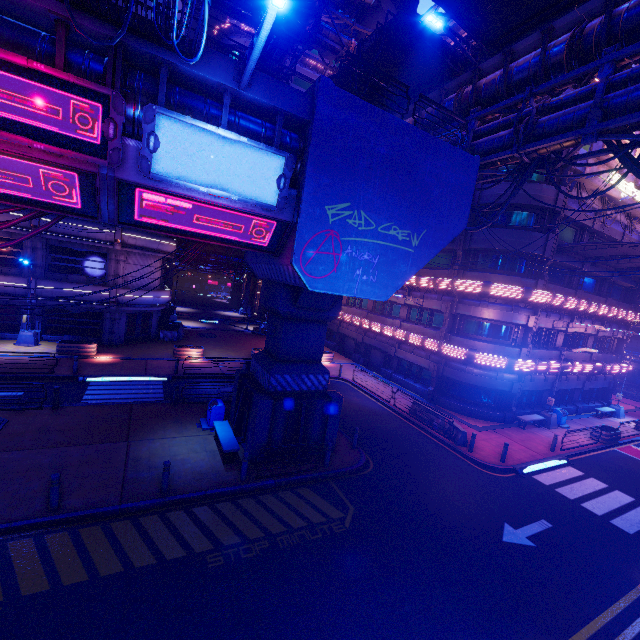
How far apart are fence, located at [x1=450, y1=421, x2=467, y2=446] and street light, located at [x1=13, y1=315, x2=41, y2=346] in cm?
2813

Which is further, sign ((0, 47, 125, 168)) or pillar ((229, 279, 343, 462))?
pillar ((229, 279, 343, 462))

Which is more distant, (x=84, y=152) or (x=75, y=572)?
(x=75, y=572)

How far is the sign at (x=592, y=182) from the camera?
20.09m

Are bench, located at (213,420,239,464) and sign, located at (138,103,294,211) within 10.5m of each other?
yes

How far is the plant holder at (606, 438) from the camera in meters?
21.5

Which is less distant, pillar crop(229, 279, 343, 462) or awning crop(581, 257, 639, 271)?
pillar crop(229, 279, 343, 462)

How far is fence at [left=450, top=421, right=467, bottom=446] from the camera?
17.6m
